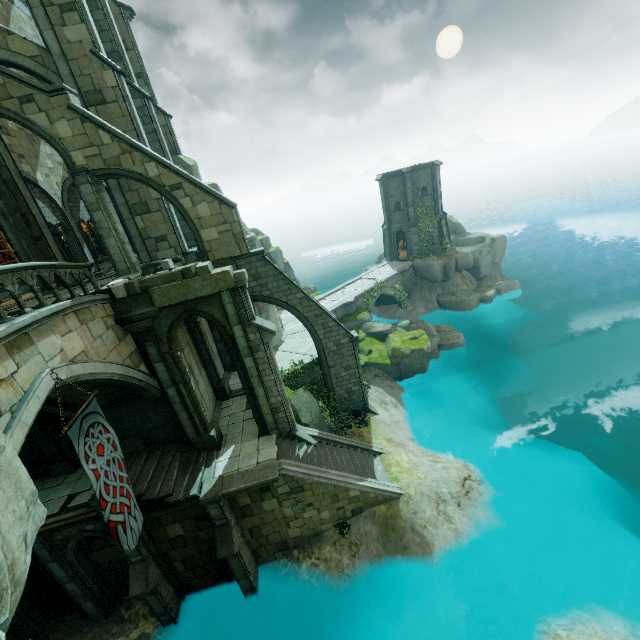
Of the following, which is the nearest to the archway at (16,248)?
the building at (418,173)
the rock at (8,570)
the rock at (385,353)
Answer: the rock at (8,570)

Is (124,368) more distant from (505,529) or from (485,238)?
(485,238)

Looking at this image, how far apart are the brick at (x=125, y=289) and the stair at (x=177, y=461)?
6.9m

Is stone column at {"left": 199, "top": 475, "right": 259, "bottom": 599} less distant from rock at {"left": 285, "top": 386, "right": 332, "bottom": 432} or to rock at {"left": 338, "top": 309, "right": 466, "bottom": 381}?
rock at {"left": 285, "top": 386, "right": 332, "bottom": 432}

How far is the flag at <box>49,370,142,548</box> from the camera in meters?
8.3 m

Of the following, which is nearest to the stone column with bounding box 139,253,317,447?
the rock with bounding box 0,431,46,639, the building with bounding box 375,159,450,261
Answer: the rock with bounding box 0,431,46,639

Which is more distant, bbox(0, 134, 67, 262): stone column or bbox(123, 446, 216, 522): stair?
bbox(0, 134, 67, 262): stone column

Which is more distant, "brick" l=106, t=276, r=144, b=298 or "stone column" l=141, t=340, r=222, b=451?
"stone column" l=141, t=340, r=222, b=451
